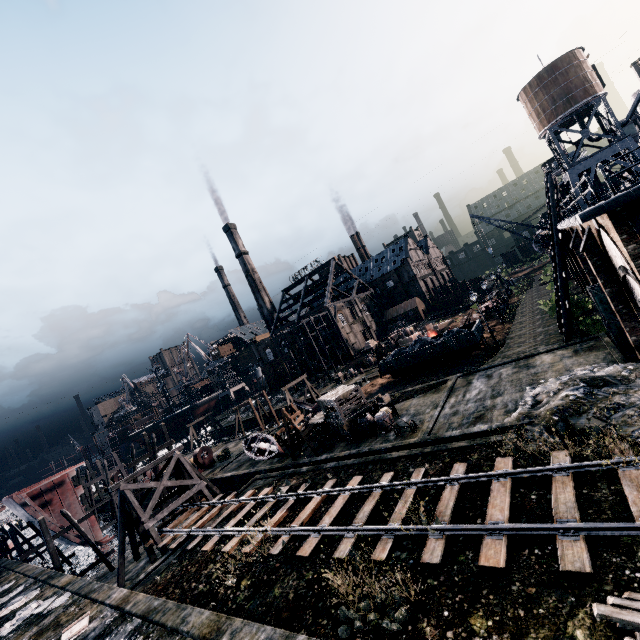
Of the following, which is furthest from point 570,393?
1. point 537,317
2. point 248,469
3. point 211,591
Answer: point 248,469

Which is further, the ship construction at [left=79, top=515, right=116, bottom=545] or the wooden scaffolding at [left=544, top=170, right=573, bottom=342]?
the ship construction at [left=79, top=515, right=116, bottom=545]

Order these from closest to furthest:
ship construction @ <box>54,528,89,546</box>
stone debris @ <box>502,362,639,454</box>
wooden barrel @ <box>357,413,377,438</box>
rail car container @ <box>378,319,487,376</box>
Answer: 1. stone debris @ <box>502,362,639,454</box>
2. wooden barrel @ <box>357,413,377,438</box>
3. rail car container @ <box>378,319,487,376</box>
4. ship construction @ <box>54,528,89,546</box>

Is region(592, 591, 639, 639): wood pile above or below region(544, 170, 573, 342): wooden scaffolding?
below

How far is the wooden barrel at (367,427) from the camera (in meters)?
23.05

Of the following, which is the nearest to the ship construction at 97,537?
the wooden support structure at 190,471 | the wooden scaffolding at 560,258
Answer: the wooden support structure at 190,471

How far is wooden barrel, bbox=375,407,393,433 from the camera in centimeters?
2241cm

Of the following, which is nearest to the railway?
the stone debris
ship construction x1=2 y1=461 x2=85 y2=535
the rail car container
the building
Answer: the stone debris
